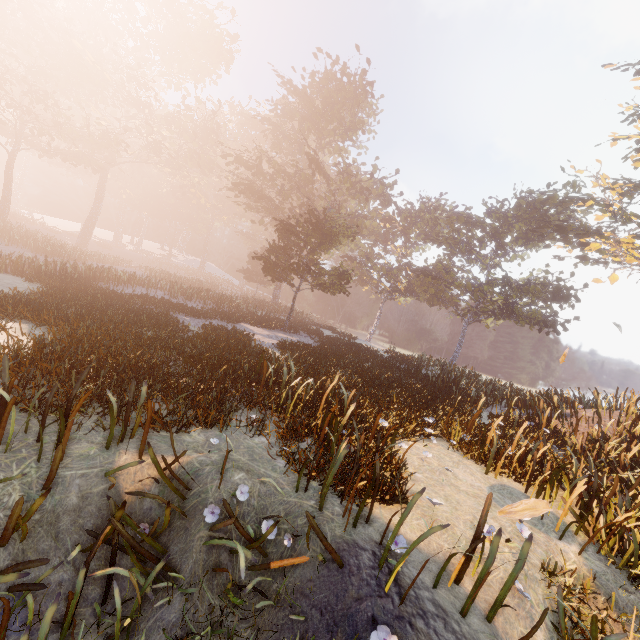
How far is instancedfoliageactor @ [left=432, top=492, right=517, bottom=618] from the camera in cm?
353

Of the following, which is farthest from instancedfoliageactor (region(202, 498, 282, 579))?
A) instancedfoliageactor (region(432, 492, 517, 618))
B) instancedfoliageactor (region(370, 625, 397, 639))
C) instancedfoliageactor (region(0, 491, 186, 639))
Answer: instancedfoliageactor (region(432, 492, 517, 618))

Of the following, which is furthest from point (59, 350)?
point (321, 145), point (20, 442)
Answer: point (321, 145)

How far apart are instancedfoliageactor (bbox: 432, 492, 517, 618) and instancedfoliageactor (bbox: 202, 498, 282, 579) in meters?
2.5 m

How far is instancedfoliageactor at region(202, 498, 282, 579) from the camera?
3.4m

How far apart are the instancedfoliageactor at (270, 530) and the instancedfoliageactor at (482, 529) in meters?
2.5 m
